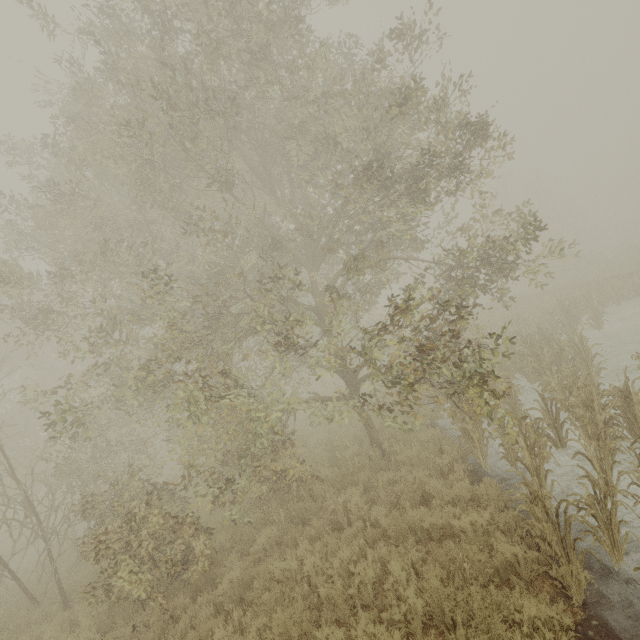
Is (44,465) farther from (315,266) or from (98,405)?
(315,266)
